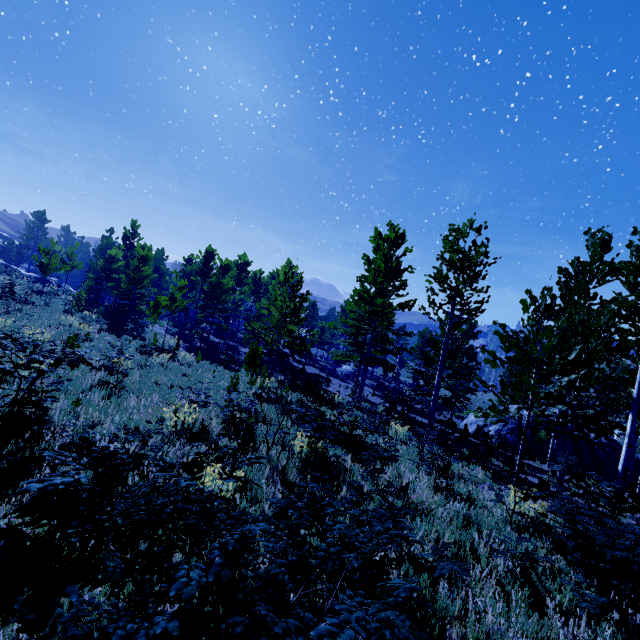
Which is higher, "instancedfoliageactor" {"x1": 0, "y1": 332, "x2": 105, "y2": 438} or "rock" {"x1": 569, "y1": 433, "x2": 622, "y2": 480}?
"instancedfoliageactor" {"x1": 0, "y1": 332, "x2": 105, "y2": 438}

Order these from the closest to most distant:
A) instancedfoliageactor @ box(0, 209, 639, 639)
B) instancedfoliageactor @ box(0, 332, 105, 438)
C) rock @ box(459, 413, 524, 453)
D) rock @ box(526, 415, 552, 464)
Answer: instancedfoliageactor @ box(0, 209, 639, 639), instancedfoliageactor @ box(0, 332, 105, 438), rock @ box(526, 415, 552, 464), rock @ box(459, 413, 524, 453)

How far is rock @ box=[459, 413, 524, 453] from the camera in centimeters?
2211cm

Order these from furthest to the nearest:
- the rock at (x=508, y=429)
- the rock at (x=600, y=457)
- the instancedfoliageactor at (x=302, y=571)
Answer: the rock at (x=508, y=429) → the rock at (x=600, y=457) → the instancedfoliageactor at (x=302, y=571)

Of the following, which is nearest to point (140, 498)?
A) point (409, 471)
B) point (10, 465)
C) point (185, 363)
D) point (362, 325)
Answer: point (10, 465)

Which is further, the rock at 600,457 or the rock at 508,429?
the rock at 508,429
